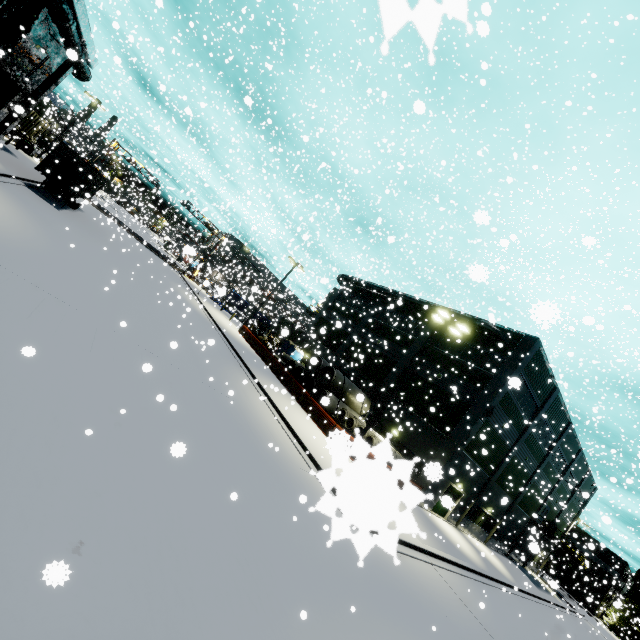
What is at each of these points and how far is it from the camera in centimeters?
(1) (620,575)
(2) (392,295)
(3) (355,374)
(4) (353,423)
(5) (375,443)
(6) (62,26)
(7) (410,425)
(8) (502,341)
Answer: (1) building, 5894cm
(2) pipe, 3412cm
(3) building, 3312cm
(4) concrete pipe stack, 2328cm
(5) concrete pipe stack, 2048cm
(6) pipe, 1842cm
(7) building, 2617cm
(8) pipe, 2502cm

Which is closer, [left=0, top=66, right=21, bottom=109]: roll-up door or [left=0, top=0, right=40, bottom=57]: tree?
[left=0, top=0, right=40, bottom=57]: tree

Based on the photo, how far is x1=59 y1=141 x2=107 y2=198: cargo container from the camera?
20.35m

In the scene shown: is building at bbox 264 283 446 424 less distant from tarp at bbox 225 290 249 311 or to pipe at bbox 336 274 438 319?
pipe at bbox 336 274 438 319

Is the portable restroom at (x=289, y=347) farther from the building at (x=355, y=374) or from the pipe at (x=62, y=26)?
the pipe at (x=62, y=26)

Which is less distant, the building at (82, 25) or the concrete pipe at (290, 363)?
the building at (82, 25)

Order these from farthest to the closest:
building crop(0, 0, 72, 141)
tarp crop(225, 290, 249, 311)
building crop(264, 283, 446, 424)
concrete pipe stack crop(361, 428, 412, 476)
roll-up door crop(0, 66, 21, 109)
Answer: tarp crop(225, 290, 249, 311), building crop(264, 283, 446, 424), roll-up door crop(0, 66, 21, 109), building crop(0, 0, 72, 141), concrete pipe stack crop(361, 428, 412, 476)

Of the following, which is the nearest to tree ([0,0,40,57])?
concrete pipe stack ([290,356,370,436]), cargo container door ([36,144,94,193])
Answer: concrete pipe stack ([290,356,370,436])
